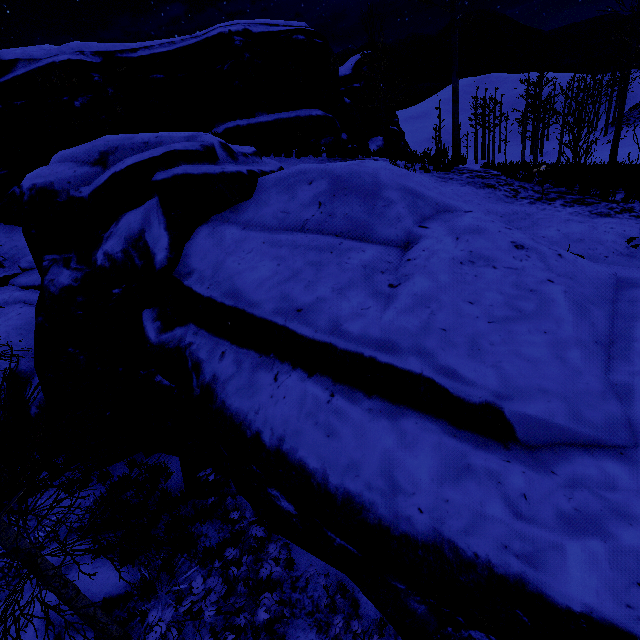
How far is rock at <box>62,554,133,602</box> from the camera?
5.8 meters

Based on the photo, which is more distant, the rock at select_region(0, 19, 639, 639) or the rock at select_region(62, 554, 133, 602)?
the rock at select_region(62, 554, 133, 602)

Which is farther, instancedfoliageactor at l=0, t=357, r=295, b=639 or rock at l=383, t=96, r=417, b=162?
rock at l=383, t=96, r=417, b=162

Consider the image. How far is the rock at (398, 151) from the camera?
12.49m

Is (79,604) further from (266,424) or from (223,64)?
(223,64)
